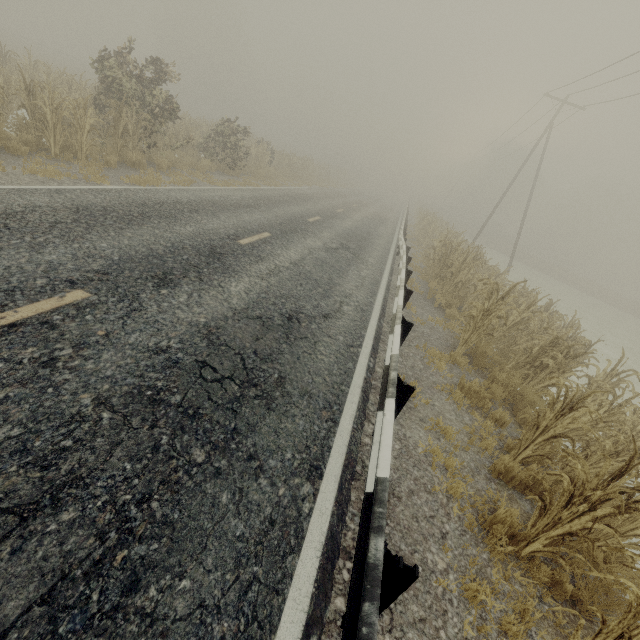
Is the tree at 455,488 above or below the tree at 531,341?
below

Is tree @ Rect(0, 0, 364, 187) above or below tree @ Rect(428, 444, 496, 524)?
above

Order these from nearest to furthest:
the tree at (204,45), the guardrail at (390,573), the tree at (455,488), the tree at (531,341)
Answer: the guardrail at (390,573) → the tree at (531,341) → the tree at (455,488) → the tree at (204,45)

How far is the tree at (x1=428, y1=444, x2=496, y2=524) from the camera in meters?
3.6 m

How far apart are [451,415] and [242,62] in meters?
64.4

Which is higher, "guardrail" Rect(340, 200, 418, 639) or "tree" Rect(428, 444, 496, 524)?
"guardrail" Rect(340, 200, 418, 639)

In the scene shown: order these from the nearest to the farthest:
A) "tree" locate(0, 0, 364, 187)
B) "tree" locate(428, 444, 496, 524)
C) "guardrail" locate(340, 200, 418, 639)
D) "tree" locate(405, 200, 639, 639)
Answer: "guardrail" locate(340, 200, 418, 639)
"tree" locate(405, 200, 639, 639)
"tree" locate(428, 444, 496, 524)
"tree" locate(0, 0, 364, 187)
